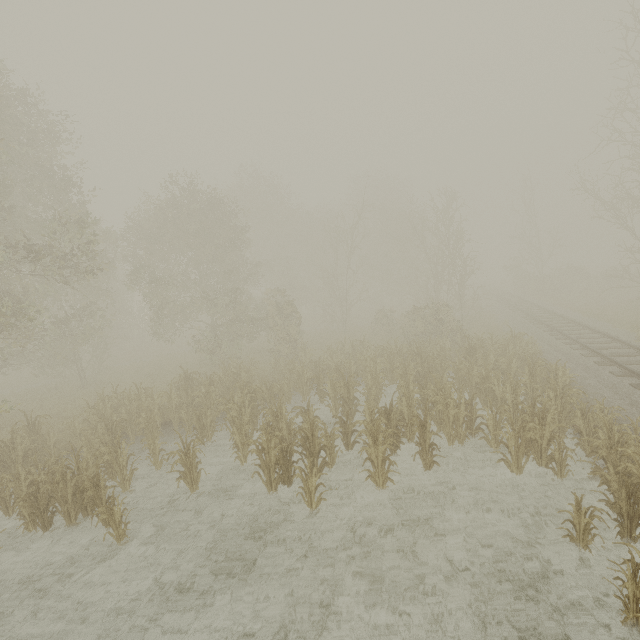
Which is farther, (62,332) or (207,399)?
(62,332)

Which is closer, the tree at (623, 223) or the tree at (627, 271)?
the tree at (623, 223)

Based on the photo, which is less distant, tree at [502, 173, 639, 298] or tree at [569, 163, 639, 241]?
tree at [569, 163, 639, 241]
